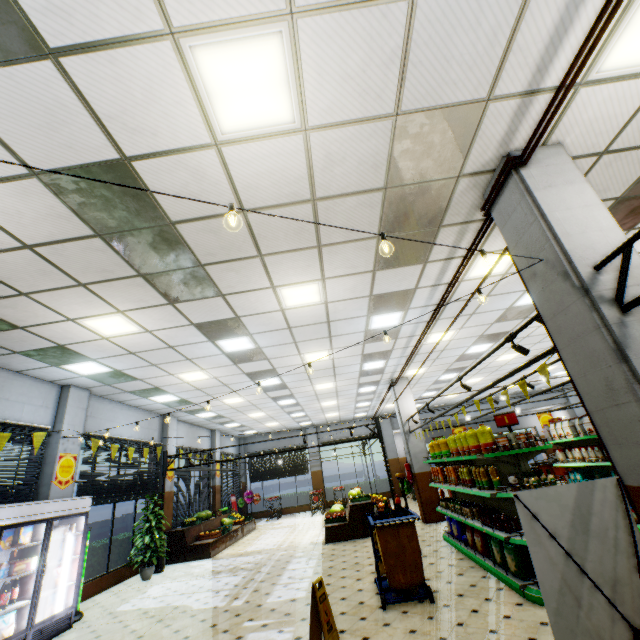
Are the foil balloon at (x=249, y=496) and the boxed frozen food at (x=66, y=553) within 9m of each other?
no

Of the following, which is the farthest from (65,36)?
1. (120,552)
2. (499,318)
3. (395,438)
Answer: (395,438)

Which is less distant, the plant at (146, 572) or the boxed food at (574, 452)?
the boxed food at (574, 452)

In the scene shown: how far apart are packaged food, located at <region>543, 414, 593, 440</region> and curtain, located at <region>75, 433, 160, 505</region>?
12.6m

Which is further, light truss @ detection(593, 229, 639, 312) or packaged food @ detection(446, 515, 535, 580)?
packaged food @ detection(446, 515, 535, 580)

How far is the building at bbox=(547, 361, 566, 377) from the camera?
15.00m

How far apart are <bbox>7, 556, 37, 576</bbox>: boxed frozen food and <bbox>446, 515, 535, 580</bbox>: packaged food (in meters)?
8.27

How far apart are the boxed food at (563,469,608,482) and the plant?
11.9 meters
